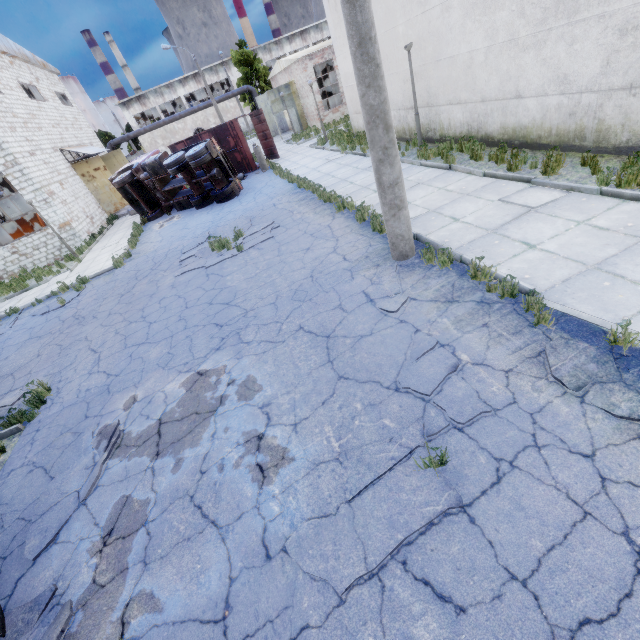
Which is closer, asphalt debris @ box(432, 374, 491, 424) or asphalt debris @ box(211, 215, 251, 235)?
asphalt debris @ box(432, 374, 491, 424)

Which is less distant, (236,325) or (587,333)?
(587,333)

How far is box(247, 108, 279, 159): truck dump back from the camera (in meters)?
20.69

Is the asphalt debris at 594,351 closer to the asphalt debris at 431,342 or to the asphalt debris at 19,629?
the asphalt debris at 431,342

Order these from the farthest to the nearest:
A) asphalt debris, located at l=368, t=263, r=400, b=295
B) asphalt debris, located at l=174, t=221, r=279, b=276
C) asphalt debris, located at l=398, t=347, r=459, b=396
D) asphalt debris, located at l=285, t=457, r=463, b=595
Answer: asphalt debris, located at l=174, t=221, r=279, b=276
asphalt debris, located at l=368, t=263, r=400, b=295
asphalt debris, located at l=398, t=347, r=459, b=396
asphalt debris, located at l=285, t=457, r=463, b=595

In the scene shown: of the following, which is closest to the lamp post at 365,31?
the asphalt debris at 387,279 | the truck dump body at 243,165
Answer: the asphalt debris at 387,279

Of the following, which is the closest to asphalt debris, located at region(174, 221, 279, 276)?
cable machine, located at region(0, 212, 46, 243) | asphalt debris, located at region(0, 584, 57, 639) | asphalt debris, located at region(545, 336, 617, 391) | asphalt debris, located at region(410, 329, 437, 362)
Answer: asphalt debris, located at region(410, 329, 437, 362)

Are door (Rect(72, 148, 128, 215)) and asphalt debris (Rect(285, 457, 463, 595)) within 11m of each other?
no
